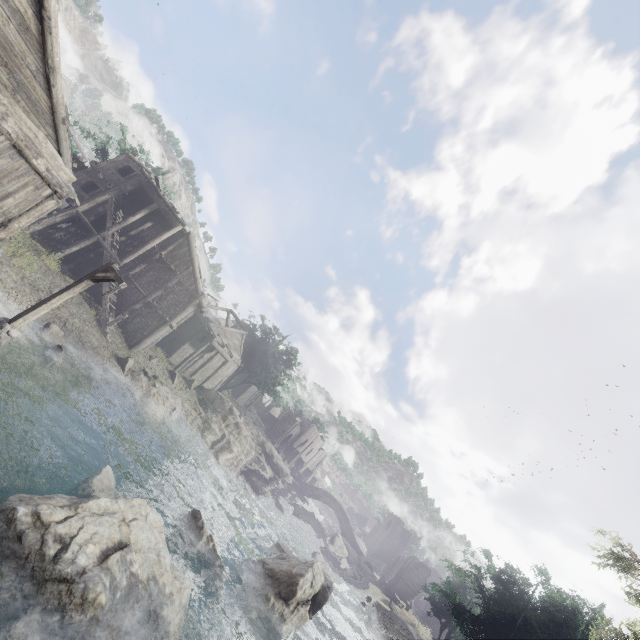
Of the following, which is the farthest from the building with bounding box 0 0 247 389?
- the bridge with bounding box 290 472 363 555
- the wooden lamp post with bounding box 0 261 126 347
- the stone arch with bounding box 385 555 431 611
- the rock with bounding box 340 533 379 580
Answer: the rock with bounding box 340 533 379 580

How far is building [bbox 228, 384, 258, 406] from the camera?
54.5m

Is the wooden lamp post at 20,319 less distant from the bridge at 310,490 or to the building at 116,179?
the building at 116,179

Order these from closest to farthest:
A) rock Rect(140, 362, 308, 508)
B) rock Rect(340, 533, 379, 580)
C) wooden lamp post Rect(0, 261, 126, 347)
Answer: →
wooden lamp post Rect(0, 261, 126, 347)
rock Rect(140, 362, 308, 508)
rock Rect(340, 533, 379, 580)

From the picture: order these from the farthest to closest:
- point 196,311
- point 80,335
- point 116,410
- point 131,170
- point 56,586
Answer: point 196,311, point 131,170, point 80,335, point 116,410, point 56,586

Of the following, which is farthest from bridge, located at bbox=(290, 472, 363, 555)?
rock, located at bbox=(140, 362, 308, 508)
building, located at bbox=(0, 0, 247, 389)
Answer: rock, located at bbox=(140, 362, 308, 508)

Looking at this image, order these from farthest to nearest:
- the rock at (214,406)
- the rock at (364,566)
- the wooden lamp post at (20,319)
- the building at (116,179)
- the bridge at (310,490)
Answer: the bridge at (310,490), the rock at (364,566), the rock at (214,406), the wooden lamp post at (20,319), the building at (116,179)

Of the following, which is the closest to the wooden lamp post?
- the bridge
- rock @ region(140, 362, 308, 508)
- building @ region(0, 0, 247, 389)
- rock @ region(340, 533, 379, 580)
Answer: building @ region(0, 0, 247, 389)
